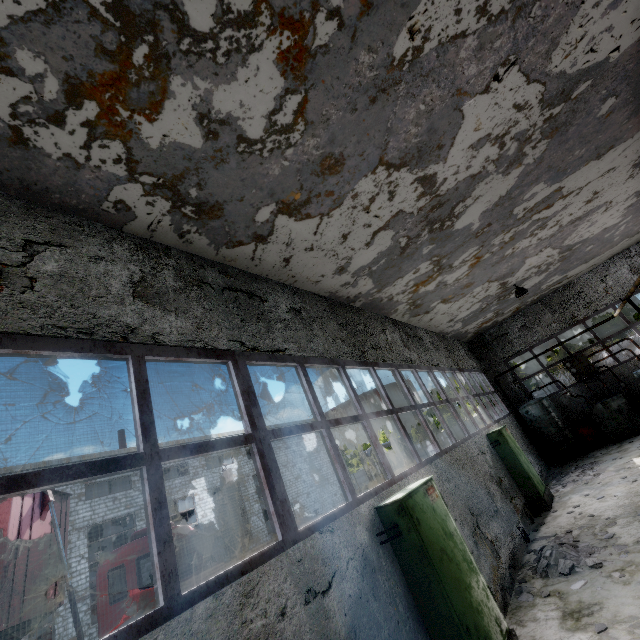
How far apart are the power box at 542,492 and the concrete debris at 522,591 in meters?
4.3 m

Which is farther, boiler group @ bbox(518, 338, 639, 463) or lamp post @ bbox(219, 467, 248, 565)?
boiler group @ bbox(518, 338, 639, 463)

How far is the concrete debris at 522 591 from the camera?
5.78m

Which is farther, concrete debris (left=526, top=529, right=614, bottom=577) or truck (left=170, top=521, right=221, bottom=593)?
truck (left=170, top=521, right=221, bottom=593)

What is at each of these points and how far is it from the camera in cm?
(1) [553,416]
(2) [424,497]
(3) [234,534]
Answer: (1) boiler group, 1472
(2) power box, 503
(3) lamp post, 864

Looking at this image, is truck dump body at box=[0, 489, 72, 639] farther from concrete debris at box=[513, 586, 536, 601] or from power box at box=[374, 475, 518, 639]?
concrete debris at box=[513, 586, 536, 601]

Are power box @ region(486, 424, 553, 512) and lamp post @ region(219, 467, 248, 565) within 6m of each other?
no

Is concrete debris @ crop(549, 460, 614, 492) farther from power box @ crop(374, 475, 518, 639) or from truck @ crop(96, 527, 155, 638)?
truck @ crop(96, 527, 155, 638)
